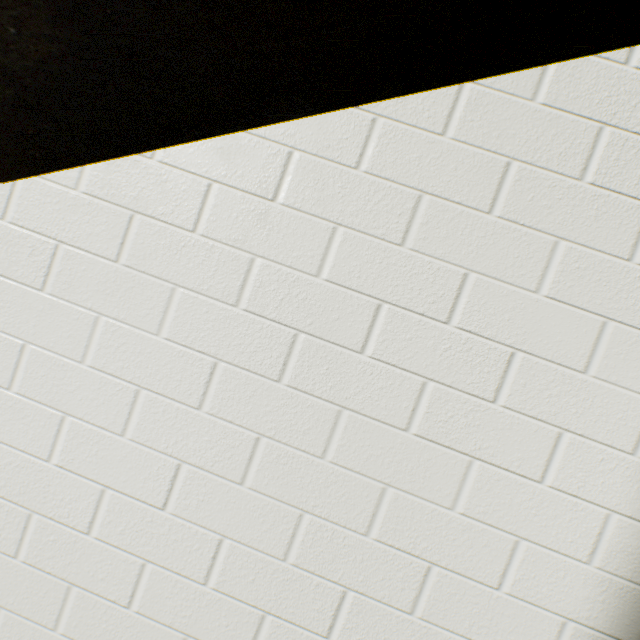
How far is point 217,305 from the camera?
1.0 meters
